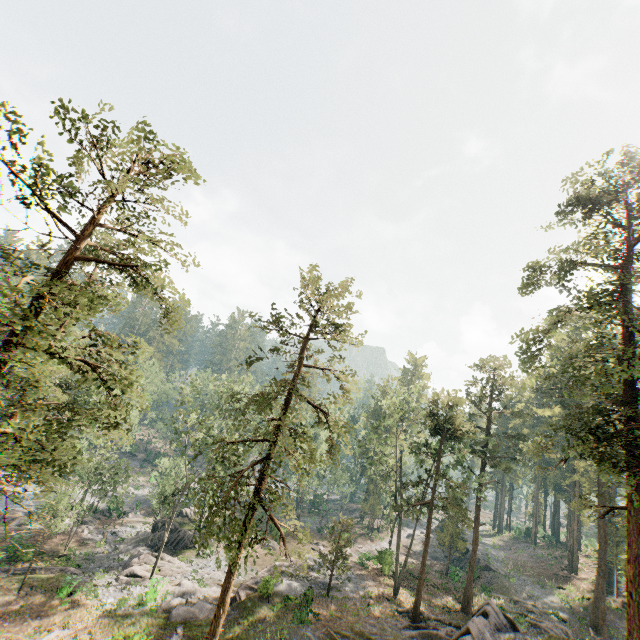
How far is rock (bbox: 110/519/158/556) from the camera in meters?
34.4

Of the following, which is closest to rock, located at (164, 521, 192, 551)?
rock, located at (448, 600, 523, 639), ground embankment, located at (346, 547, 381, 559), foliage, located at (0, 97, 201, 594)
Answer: foliage, located at (0, 97, 201, 594)

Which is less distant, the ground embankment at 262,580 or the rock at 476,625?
the rock at 476,625

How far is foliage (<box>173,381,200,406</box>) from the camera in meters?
33.2 m

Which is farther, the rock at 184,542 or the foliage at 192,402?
the rock at 184,542

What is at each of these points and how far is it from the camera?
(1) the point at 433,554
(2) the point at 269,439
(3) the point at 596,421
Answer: (1) rock, 49.0m
(2) foliage, 17.5m
(3) foliage, 42.1m

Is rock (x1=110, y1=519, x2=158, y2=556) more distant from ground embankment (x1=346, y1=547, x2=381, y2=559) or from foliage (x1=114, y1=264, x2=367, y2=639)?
ground embankment (x1=346, y1=547, x2=381, y2=559)

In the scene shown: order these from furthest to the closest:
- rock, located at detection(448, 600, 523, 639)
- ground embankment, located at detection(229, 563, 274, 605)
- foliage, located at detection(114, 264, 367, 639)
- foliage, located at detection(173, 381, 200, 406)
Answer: foliage, located at detection(173, 381, 200, 406) < ground embankment, located at detection(229, 563, 274, 605) < rock, located at detection(448, 600, 523, 639) < foliage, located at detection(114, 264, 367, 639)
